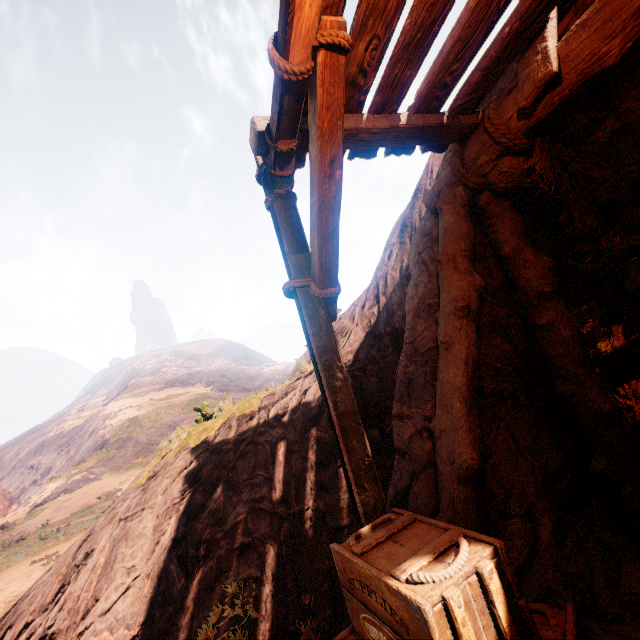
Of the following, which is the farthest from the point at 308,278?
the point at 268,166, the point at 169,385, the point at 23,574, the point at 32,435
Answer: the point at 32,435

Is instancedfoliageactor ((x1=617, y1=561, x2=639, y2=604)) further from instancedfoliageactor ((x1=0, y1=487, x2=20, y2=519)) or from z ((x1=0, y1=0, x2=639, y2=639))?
instancedfoliageactor ((x1=0, y1=487, x2=20, y2=519))

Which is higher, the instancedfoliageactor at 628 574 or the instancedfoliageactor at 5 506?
the instancedfoliageactor at 5 506

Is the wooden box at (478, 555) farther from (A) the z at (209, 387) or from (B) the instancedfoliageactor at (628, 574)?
(B) the instancedfoliageactor at (628, 574)

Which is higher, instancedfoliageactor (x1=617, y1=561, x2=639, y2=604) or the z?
the z

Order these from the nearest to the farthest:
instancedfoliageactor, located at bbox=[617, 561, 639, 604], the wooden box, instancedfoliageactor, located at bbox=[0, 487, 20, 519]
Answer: the wooden box < instancedfoliageactor, located at bbox=[617, 561, 639, 604] < instancedfoliageactor, located at bbox=[0, 487, 20, 519]

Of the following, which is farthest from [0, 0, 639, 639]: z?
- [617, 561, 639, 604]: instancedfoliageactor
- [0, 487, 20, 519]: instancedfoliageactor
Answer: [0, 487, 20, 519]: instancedfoliageactor

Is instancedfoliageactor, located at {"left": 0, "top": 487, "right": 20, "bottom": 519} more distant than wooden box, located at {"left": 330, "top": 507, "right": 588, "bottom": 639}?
Yes
